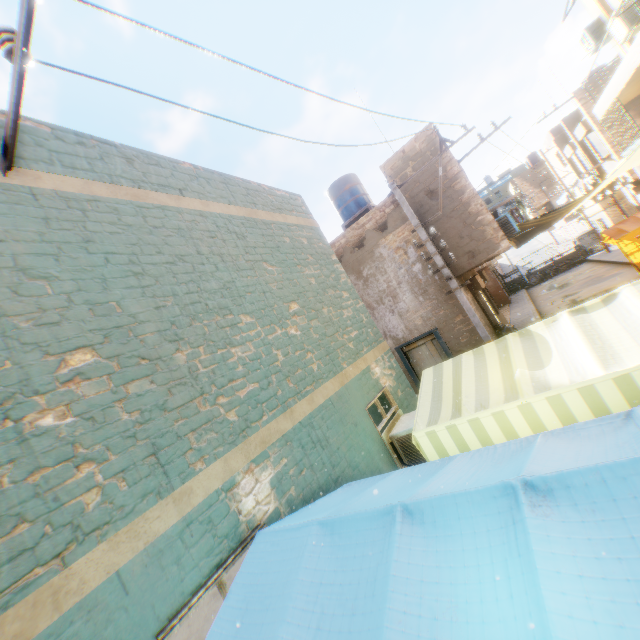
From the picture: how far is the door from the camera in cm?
1025

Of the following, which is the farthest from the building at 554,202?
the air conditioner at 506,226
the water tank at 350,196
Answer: the water tank at 350,196

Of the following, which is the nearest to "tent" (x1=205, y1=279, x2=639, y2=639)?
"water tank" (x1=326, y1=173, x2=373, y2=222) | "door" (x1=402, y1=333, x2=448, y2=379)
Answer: "door" (x1=402, y1=333, x2=448, y2=379)

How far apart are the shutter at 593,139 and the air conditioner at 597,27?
3.97m

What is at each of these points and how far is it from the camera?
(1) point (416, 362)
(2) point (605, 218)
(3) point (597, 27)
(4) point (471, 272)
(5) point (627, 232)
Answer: (1) door, 10.7m
(2) building, 24.3m
(3) air conditioner, 11.9m
(4) building, 15.7m
(5) tent, 11.6m

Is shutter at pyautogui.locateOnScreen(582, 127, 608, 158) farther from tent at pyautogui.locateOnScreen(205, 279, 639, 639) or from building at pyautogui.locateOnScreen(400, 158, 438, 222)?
tent at pyautogui.locateOnScreen(205, 279, 639, 639)

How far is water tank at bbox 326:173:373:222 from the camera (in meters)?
14.05

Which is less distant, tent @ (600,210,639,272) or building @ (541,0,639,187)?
building @ (541,0,639,187)
